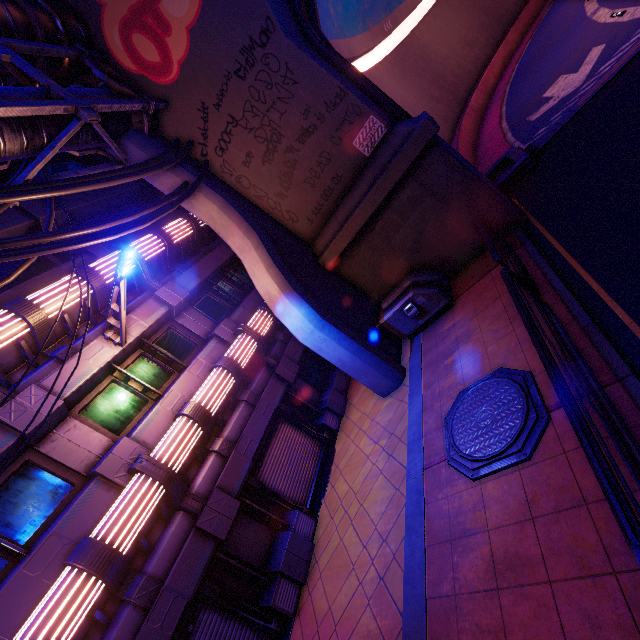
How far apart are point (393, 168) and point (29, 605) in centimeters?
1201cm

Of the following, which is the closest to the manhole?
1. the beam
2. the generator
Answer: the beam

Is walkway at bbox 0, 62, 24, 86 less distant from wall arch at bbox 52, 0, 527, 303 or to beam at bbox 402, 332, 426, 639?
wall arch at bbox 52, 0, 527, 303

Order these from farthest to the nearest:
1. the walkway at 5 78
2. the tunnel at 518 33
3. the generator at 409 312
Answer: the tunnel at 518 33 → the generator at 409 312 → the walkway at 5 78

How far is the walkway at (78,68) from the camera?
8.6m

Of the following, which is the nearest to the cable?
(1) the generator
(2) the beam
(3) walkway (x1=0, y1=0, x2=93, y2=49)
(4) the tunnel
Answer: (3) walkway (x1=0, y1=0, x2=93, y2=49)

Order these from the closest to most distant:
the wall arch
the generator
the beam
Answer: the beam
the wall arch
the generator

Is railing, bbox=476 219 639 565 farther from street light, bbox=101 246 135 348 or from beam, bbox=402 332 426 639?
street light, bbox=101 246 135 348
